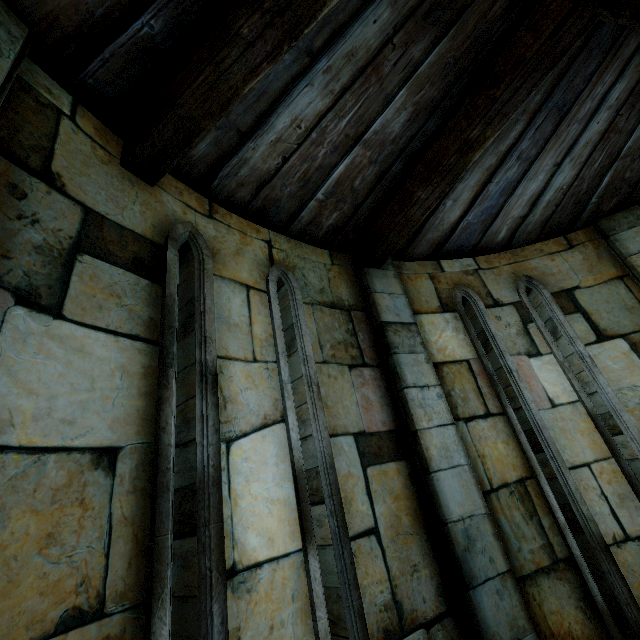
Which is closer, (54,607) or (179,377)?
(54,607)
